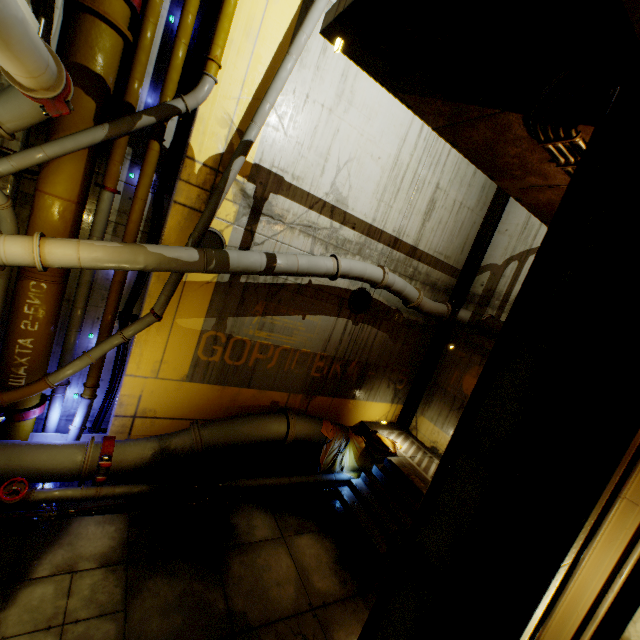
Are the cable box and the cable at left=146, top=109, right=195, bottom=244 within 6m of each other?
no

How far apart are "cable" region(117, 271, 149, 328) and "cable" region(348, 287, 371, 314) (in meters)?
5.19

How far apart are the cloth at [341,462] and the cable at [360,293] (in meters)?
3.27

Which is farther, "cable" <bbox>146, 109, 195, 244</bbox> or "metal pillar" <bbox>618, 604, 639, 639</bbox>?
"cable" <bbox>146, 109, 195, 244</bbox>

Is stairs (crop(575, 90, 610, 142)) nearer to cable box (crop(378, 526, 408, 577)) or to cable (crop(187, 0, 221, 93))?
cable box (crop(378, 526, 408, 577))

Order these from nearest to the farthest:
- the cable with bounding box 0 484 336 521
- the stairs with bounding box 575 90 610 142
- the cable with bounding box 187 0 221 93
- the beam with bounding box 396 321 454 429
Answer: the stairs with bounding box 575 90 610 142 < the cable with bounding box 0 484 336 521 < the cable with bounding box 187 0 221 93 < the beam with bounding box 396 321 454 429

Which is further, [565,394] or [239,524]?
[239,524]

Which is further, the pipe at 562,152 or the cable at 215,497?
the cable at 215,497
